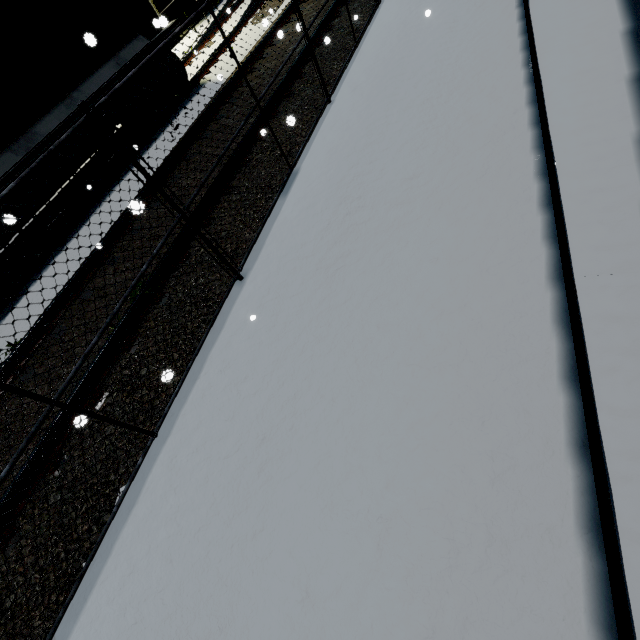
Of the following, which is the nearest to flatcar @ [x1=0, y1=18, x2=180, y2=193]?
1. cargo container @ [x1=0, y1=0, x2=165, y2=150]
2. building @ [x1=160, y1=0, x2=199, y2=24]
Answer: cargo container @ [x1=0, y1=0, x2=165, y2=150]

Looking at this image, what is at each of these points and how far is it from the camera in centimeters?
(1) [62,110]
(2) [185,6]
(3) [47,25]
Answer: (1) flatcar, 665cm
(2) building, 1784cm
(3) cargo container, 644cm

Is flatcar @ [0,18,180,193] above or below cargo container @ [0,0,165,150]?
below

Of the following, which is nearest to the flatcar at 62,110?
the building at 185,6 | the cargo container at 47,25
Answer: the cargo container at 47,25

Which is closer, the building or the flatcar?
the flatcar

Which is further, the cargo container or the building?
the building

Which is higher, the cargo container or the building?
the cargo container
